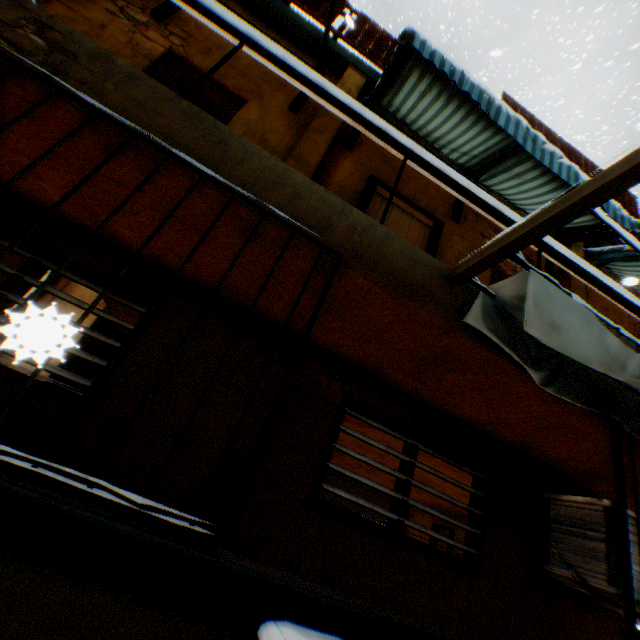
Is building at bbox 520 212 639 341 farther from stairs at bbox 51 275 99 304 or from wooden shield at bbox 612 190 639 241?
wooden shield at bbox 612 190 639 241

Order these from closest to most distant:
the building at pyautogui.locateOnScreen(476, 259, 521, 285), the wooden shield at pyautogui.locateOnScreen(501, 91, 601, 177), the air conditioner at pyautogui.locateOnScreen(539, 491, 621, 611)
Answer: the air conditioner at pyautogui.locateOnScreen(539, 491, 621, 611) → the building at pyautogui.locateOnScreen(476, 259, 521, 285) → the wooden shield at pyautogui.locateOnScreen(501, 91, 601, 177)

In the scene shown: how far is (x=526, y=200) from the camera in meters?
5.3

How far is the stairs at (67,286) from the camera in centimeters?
423cm

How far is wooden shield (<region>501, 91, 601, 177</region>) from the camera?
7.4m

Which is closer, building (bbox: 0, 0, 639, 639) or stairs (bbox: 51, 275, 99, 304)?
building (bbox: 0, 0, 639, 639)

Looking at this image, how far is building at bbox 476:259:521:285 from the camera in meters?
4.9

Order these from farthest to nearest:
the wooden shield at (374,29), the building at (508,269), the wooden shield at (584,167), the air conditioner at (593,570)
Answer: the wooden shield at (584,167), the wooden shield at (374,29), the building at (508,269), the air conditioner at (593,570)
